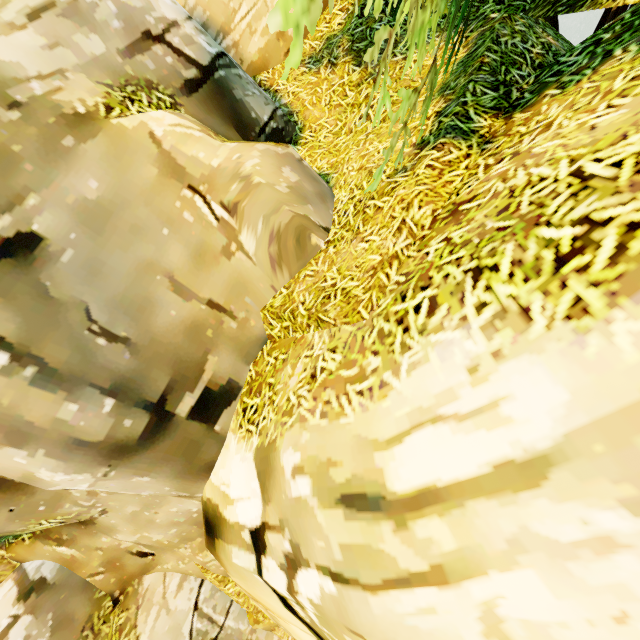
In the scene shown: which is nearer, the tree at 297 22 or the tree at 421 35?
the tree at 297 22

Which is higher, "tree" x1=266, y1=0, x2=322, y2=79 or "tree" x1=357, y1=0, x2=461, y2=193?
"tree" x1=266, y1=0, x2=322, y2=79

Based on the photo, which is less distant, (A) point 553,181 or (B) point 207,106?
(A) point 553,181

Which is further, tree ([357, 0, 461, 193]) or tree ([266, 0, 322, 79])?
tree ([357, 0, 461, 193])

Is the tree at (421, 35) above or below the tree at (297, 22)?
below
